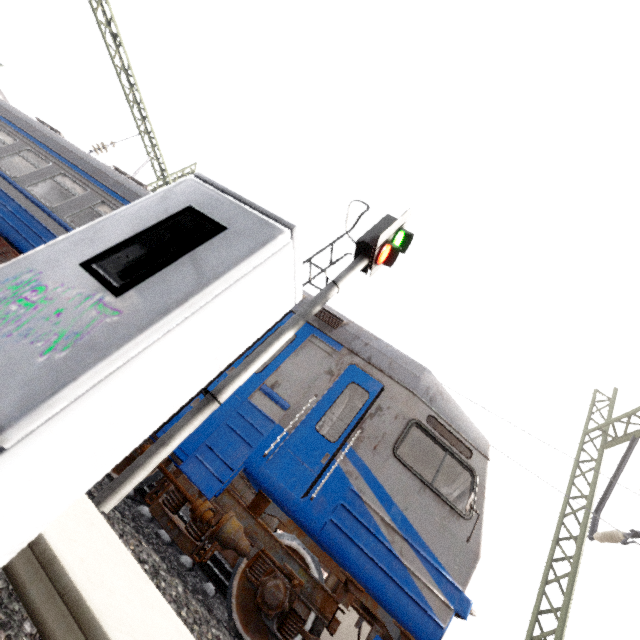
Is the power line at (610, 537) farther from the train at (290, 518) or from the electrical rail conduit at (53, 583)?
the train at (290, 518)

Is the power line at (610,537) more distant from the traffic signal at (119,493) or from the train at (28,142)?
the traffic signal at (119,493)

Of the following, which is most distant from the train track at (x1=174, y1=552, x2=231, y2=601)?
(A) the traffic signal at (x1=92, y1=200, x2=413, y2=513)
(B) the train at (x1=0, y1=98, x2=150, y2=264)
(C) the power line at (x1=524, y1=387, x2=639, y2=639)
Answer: (A) the traffic signal at (x1=92, y1=200, x2=413, y2=513)

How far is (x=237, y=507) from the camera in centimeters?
455cm

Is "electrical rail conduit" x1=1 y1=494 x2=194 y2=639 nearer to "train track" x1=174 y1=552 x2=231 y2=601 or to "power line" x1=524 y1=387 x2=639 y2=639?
"power line" x1=524 y1=387 x2=639 y2=639

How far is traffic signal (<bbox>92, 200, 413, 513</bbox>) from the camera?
3.3m

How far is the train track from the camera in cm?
443

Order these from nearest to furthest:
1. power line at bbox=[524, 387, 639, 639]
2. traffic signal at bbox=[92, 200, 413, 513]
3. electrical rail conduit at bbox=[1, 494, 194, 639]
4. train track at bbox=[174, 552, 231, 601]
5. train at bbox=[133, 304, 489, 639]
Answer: electrical rail conduit at bbox=[1, 494, 194, 639]
traffic signal at bbox=[92, 200, 413, 513]
train at bbox=[133, 304, 489, 639]
train track at bbox=[174, 552, 231, 601]
power line at bbox=[524, 387, 639, 639]
